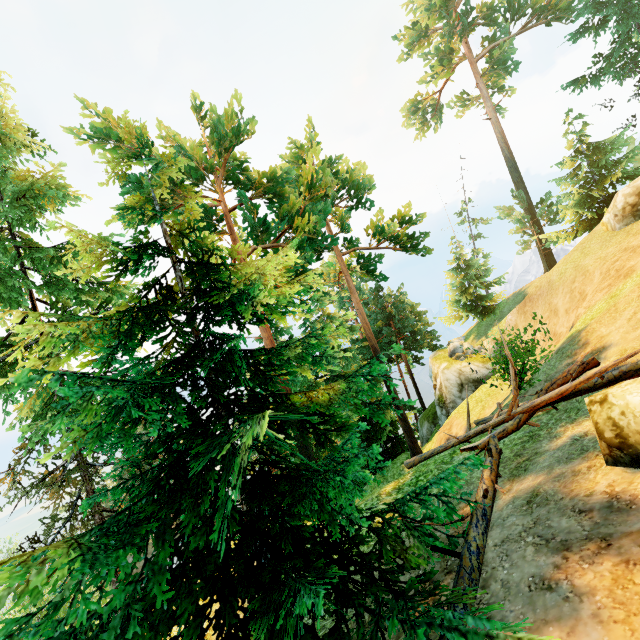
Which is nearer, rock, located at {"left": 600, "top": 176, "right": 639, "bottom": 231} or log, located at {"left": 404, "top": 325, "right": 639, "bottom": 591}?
log, located at {"left": 404, "top": 325, "right": 639, "bottom": 591}

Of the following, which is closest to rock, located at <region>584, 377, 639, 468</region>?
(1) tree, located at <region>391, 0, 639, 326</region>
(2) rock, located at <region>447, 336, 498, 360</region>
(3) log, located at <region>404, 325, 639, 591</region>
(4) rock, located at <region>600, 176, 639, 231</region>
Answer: (3) log, located at <region>404, 325, 639, 591</region>

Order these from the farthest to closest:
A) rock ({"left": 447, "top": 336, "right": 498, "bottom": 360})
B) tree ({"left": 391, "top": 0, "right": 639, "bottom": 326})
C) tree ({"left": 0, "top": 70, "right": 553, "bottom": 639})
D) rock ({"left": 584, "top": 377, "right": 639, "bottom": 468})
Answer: rock ({"left": 447, "top": 336, "right": 498, "bottom": 360}) < tree ({"left": 391, "top": 0, "right": 639, "bottom": 326}) < rock ({"left": 584, "top": 377, "right": 639, "bottom": 468}) < tree ({"left": 0, "top": 70, "right": 553, "bottom": 639})

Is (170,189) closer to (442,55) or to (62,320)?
(62,320)

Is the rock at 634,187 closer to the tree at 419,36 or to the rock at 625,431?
the tree at 419,36

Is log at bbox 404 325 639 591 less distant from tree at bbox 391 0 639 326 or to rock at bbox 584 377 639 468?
tree at bbox 391 0 639 326

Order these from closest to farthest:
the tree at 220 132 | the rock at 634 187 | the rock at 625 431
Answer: the tree at 220 132 < the rock at 625 431 < the rock at 634 187

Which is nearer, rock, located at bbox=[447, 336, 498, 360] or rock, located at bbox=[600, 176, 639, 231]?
rock, located at bbox=[600, 176, 639, 231]
